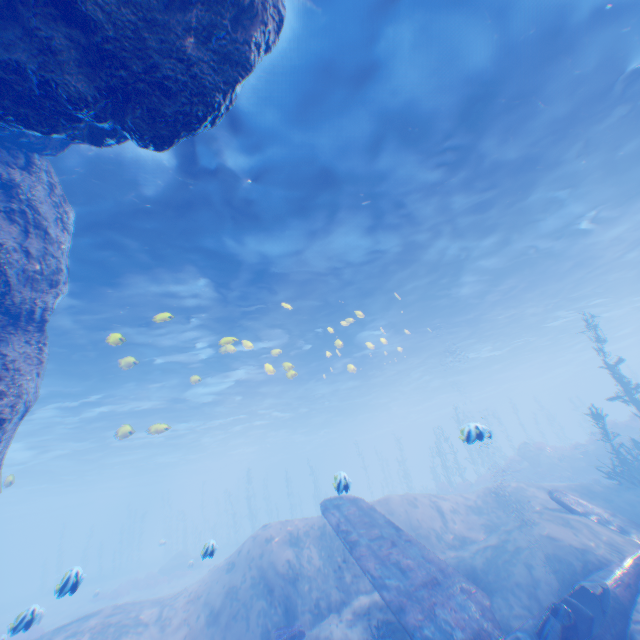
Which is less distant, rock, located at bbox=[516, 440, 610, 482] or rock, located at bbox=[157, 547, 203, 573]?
rock, located at bbox=[516, 440, 610, 482]

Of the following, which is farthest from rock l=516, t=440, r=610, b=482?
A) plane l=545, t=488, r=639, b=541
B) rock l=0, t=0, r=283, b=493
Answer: plane l=545, t=488, r=639, b=541

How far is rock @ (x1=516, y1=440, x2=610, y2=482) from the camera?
21.7m

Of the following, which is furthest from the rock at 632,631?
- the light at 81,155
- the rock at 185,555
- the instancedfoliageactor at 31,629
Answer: the rock at 185,555

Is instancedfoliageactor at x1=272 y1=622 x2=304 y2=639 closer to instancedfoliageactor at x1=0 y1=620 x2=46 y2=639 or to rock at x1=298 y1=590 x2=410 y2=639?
rock at x1=298 y1=590 x2=410 y2=639

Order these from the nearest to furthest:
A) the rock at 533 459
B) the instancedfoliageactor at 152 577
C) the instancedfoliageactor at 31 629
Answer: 1. the instancedfoliageactor at 31 629
2. the rock at 533 459
3. the instancedfoliageactor at 152 577

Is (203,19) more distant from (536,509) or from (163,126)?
(536,509)

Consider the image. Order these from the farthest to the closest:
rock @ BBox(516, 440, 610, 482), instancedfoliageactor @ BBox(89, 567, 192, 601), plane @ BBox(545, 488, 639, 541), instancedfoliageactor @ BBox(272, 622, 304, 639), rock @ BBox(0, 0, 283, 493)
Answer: instancedfoliageactor @ BBox(89, 567, 192, 601) < rock @ BBox(516, 440, 610, 482) < plane @ BBox(545, 488, 639, 541) < instancedfoliageactor @ BBox(272, 622, 304, 639) < rock @ BBox(0, 0, 283, 493)
